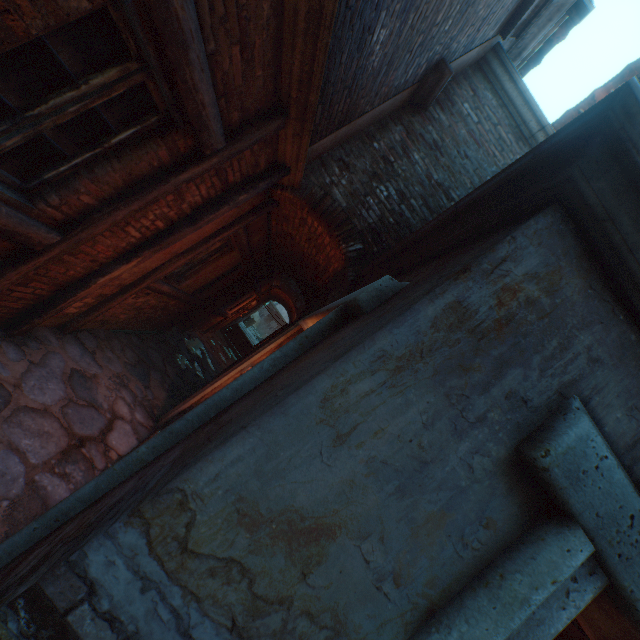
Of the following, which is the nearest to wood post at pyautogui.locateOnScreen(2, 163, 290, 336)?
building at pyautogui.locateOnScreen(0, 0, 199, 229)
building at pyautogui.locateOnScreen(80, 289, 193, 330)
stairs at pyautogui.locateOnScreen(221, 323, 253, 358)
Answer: building at pyautogui.locateOnScreen(0, 0, 199, 229)

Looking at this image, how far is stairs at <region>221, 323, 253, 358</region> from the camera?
18.6m

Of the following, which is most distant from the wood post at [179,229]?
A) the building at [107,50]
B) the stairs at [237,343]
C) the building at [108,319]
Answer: the stairs at [237,343]

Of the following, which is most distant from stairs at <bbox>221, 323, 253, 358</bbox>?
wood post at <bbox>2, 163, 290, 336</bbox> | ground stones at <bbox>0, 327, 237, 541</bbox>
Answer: wood post at <bbox>2, 163, 290, 336</bbox>

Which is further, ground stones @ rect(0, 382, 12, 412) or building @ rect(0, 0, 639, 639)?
ground stones @ rect(0, 382, 12, 412)

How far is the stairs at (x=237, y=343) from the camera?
18.6 meters

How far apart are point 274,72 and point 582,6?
5.5m
